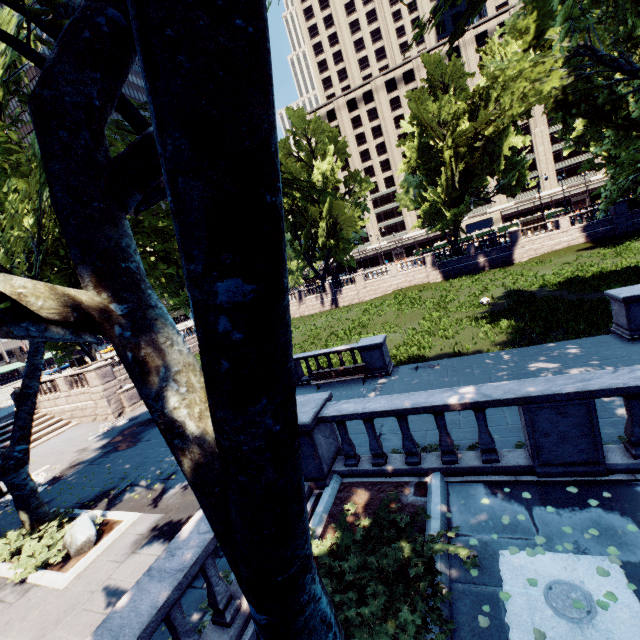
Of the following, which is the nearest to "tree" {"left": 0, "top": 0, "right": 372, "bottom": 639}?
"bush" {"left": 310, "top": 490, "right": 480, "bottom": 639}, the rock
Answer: "bush" {"left": 310, "top": 490, "right": 480, "bottom": 639}

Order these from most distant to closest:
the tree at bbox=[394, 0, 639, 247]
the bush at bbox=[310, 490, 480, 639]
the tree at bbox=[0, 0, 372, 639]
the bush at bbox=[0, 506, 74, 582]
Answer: the tree at bbox=[394, 0, 639, 247], the bush at bbox=[0, 506, 74, 582], the bush at bbox=[310, 490, 480, 639], the tree at bbox=[0, 0, 372, 639]

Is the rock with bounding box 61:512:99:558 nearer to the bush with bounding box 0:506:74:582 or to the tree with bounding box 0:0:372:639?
the bush with bounding box 0:506:74:582

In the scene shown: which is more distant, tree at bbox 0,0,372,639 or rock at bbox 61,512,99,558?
rock at bbox 61,512,99,558

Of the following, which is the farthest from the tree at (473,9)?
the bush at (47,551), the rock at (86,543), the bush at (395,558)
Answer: the rock at (86,543)

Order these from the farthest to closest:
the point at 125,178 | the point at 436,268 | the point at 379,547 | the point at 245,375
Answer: the point at 436,268
the point at 379,547
the point at 125,178
the point at 245,375

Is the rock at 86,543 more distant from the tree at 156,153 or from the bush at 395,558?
the bush at 395,558
